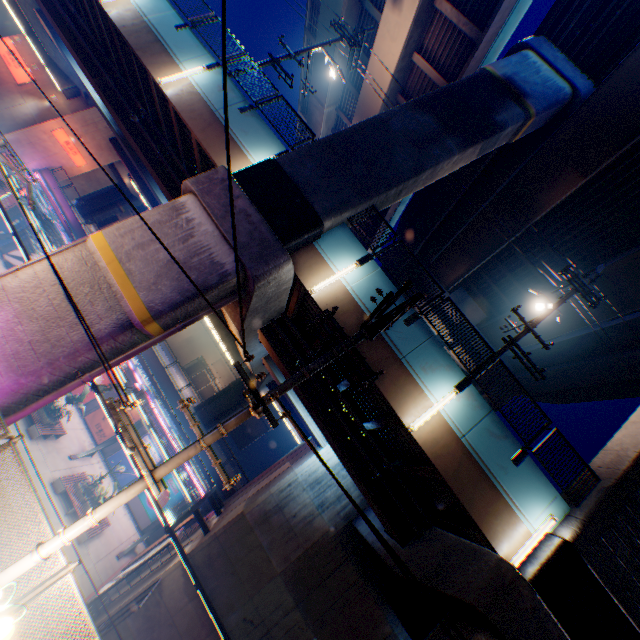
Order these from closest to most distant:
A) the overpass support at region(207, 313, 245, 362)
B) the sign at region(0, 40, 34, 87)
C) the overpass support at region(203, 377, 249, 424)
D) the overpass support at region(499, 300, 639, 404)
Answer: the overpass support at region(207, 313, 245, 362)
the overpass support at region(499, 300, 639, 404)
the sign at region(0, 40, 34, 87)
the overpass support at region(203, 377, 249, 424)

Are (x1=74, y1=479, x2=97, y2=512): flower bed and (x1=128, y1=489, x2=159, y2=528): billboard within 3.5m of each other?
no

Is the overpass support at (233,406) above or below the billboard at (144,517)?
above

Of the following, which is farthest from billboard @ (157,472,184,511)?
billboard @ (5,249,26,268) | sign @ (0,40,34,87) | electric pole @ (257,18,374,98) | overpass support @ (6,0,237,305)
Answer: sign @ (0,40,34,87)

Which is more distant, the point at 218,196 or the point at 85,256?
the point at 218,196

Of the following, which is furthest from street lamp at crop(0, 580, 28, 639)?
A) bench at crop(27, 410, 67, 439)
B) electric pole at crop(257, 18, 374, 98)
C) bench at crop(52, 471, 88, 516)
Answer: bench at crop(27, 410, 67, 439)

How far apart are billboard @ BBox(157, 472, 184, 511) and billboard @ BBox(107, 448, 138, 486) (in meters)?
0.83

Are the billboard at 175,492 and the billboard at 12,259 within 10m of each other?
no
